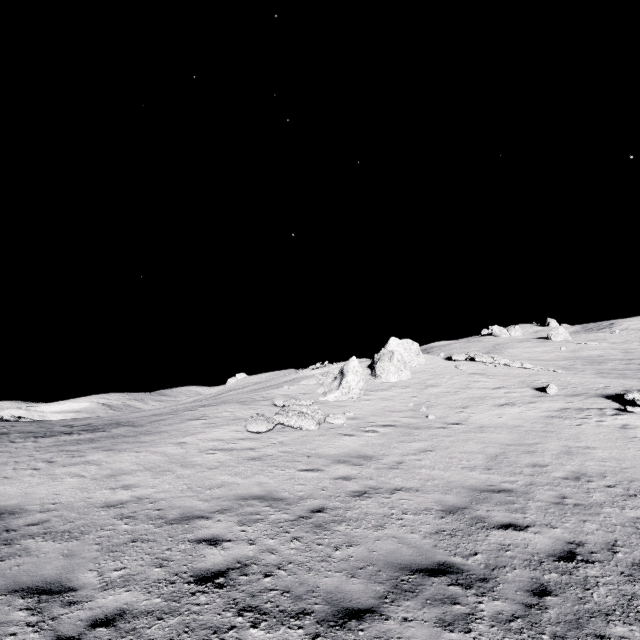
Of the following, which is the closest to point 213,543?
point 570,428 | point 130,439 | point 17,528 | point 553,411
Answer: point 17,528

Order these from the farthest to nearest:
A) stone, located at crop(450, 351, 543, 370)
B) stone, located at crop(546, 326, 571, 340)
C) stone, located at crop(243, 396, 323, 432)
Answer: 1. stone, located at crop(546, 326, 571, 340)
2. stone, located at crop(450, 351, 543, 370)
3. stone, located at crop(243, 396, 323, 432)

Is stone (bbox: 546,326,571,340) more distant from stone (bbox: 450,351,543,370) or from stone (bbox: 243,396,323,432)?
stone (bbox: 243,396,323,432)

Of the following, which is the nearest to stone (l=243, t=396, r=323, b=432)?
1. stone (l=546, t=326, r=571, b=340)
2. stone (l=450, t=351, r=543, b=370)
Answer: stone (l=450, t=351, r=543, b=370)

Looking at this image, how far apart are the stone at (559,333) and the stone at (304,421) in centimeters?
5762cm

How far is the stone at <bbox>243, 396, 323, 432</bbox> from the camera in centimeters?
1333cm

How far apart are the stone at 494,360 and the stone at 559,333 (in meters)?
41.49
